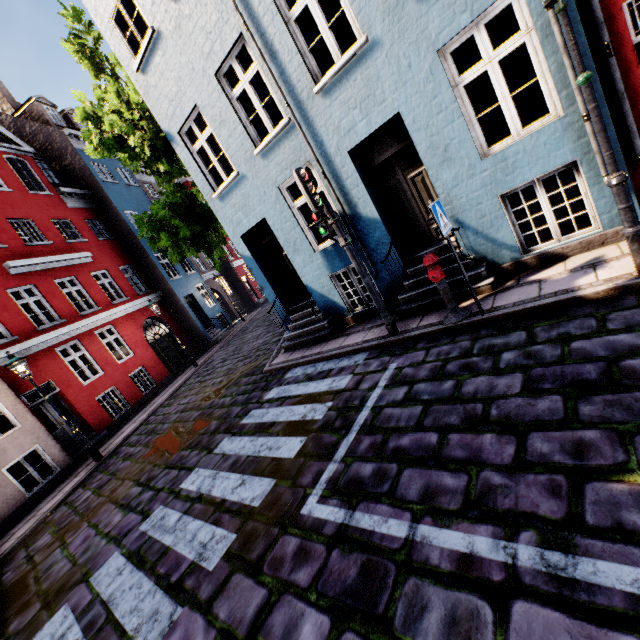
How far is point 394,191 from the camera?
6.70m

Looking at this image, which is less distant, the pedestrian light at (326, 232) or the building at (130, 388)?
the building at (130, 388)

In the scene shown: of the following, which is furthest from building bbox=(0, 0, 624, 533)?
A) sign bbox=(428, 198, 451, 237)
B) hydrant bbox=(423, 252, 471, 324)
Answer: sign bbox=(428, 198, 451, 237)

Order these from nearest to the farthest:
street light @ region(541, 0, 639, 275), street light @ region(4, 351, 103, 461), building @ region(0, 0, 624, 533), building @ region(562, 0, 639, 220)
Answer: street light @ region(541, 0, 639, 275), building @ region(562, 0, 639, 220), building @ region(0, 0, 624, 533), street light @ region(4, 351, 103, 461)

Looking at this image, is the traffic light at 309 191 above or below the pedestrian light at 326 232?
above

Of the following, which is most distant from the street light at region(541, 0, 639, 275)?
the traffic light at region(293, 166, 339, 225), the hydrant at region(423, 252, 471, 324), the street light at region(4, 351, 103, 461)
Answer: the street light at region(4, 351, 103, 461)

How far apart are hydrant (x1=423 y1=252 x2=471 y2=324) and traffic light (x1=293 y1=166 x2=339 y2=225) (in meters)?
1.63

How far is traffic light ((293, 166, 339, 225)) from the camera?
5.30m
